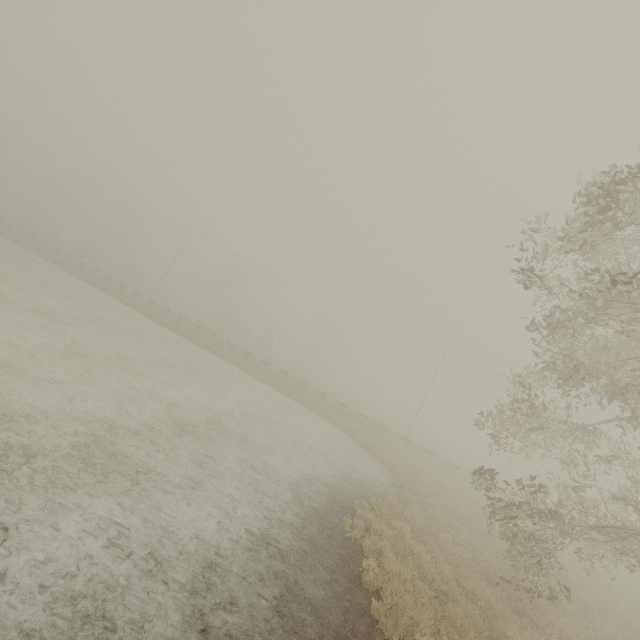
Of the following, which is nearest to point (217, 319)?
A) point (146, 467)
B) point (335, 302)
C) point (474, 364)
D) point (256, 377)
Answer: point (335, 302)
